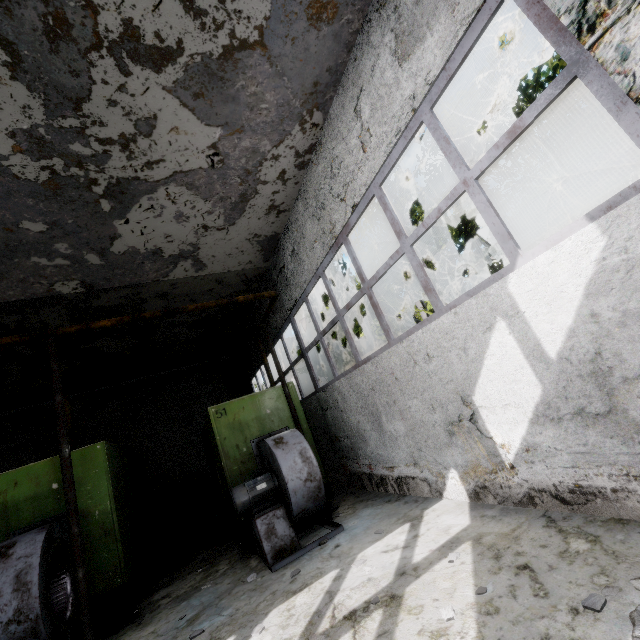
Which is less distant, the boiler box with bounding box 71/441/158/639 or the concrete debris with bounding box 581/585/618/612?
the concrete debris with bounding box 581/585/618/612

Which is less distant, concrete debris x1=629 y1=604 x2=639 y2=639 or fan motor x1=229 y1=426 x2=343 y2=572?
concrete debris x1=629 y1=604 x2=639 y2=639

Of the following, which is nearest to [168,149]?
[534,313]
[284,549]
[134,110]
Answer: [134,110]

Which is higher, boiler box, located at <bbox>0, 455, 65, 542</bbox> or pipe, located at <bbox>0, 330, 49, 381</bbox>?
pipe, located at <bbox>0, 330, 49, 381</bbox>

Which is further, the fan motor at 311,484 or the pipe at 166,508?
the pipe at 166,508

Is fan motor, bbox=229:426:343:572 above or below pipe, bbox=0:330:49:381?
below

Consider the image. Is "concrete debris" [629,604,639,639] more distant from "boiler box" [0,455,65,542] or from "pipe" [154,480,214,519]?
"pipe" [154,480,214,519]

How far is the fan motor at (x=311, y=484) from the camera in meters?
5.4 m
